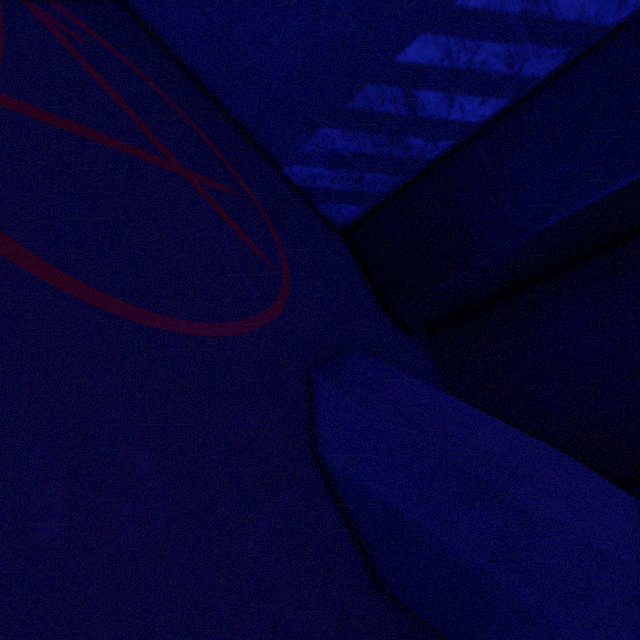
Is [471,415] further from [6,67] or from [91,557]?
[6,67]

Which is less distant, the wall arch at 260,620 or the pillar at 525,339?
the wall arch at 260,620

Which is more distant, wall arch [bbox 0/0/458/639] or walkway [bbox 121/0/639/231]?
walkway [bbox 121/0/639/231]

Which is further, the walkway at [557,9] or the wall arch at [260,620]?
the walkway at [557,9]

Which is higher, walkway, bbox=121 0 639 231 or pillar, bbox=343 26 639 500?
walkway, bbox=121 0 639 231

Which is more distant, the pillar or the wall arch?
the pillar
